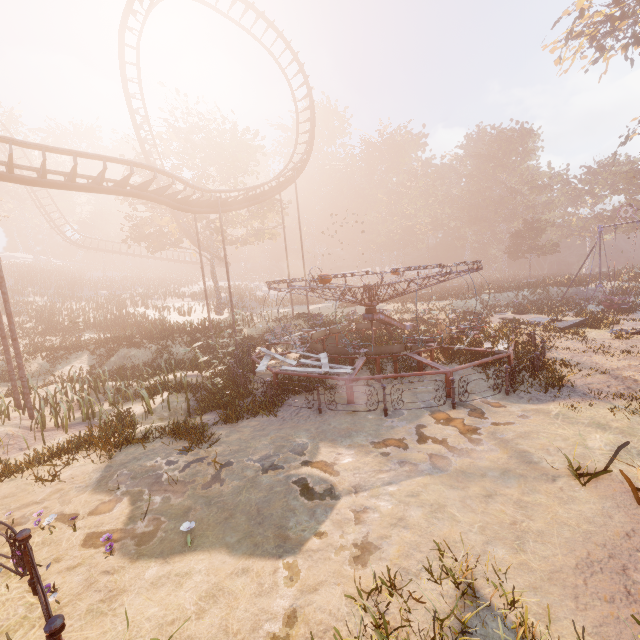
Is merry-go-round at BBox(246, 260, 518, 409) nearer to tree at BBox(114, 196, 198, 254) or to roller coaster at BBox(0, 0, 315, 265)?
roller coaster at BBox(0, 0, 315, 265)

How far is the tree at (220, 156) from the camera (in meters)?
27.80

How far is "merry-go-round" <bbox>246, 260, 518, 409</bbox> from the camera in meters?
10.3 m

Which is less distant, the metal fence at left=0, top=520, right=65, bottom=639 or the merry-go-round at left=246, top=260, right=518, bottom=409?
the metal fence at left=0, top=520, right=65, bottom=639

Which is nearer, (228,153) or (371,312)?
(371,312)

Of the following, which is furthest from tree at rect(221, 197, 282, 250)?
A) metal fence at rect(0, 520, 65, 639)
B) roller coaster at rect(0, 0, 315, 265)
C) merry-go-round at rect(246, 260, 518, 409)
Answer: metal fence at rect(0, 520, 65, 639)

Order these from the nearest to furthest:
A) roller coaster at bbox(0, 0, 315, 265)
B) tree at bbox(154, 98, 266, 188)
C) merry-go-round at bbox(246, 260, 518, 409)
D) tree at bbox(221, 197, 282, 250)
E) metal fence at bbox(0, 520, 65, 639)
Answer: metal fence at bbox(0, 520, 65, 639), merry-go-round at bbox(246, 260, 518, 409), roller coaster at bbox(0, 0, 315, 265), tree at bbox(154, 98, 266, 188), tree at bbox(221, 197, 282, 250)

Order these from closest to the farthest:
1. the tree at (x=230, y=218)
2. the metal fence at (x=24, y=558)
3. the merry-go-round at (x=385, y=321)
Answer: the metal fence at (x=24, y=558) → the merry-go-round at (x=385, y=321) → the tree at (x=230, y=218)
